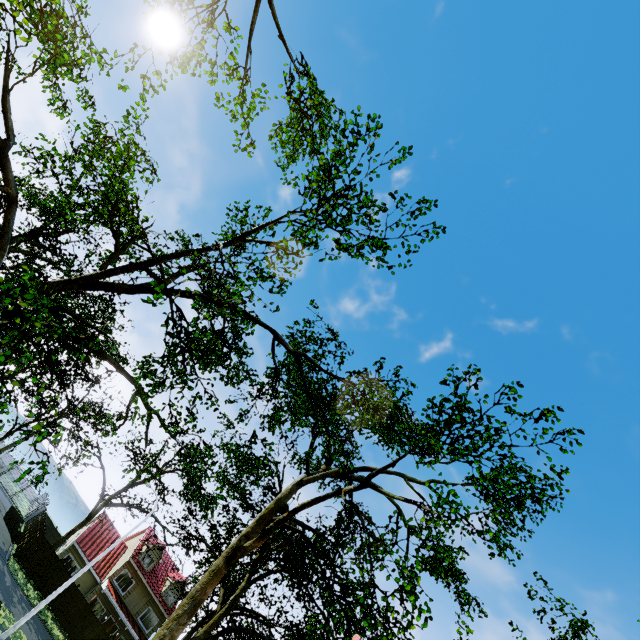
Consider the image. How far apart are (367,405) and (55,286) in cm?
889

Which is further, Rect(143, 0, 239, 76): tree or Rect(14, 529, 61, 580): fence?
Rect(14, 529, 61, 580): fence

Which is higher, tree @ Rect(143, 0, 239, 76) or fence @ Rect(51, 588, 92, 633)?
tree @ Rect(143, 0, 239, 76)

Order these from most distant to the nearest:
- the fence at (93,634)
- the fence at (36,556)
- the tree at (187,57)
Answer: the fence at (93,634), the fence at (36,556), the tree at (187,57)

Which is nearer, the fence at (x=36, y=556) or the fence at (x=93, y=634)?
the fence at (x=36, y=556)

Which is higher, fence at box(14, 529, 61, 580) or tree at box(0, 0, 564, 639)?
tree at box(0, 0, 564, 639)

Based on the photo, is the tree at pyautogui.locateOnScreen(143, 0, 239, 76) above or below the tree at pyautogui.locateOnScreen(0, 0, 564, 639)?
above

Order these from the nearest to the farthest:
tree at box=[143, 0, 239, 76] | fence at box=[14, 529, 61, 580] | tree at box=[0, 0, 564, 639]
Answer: tree at box=[0, 0, 564, 639] → tree at box=[143, 0, 239, 76] → fence at box=[14, 529, 61, 580]
